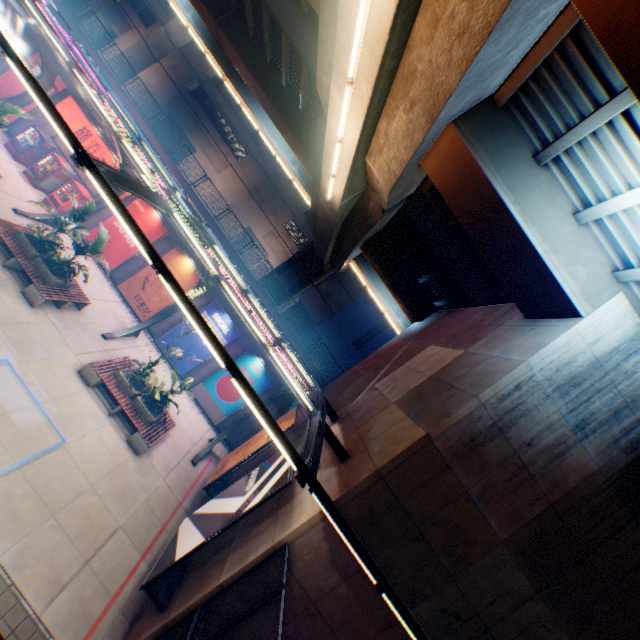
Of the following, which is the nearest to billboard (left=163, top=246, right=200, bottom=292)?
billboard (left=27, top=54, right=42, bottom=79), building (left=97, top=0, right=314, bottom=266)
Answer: billboard (left=27, top=54, right=42, bottom=79)

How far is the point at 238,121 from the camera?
40.19m

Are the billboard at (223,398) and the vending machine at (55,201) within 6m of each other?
no

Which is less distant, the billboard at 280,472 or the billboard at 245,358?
the billboard at 280,472

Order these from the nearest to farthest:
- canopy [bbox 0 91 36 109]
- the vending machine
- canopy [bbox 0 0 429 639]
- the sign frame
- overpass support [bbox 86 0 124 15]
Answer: canopy [bbox 0 0 429 639], the sign frame, canopy [bbox 0 91 36 109], the vending machine, overpass support [bbox 86 0 124 15]

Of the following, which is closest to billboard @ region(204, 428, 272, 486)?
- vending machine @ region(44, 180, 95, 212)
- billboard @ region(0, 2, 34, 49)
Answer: vending machine @ region(44, 180, 95, 212)

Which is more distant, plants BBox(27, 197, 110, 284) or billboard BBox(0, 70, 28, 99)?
billboard BBox(0, 70, 28, 99)

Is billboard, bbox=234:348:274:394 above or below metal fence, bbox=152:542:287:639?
above
